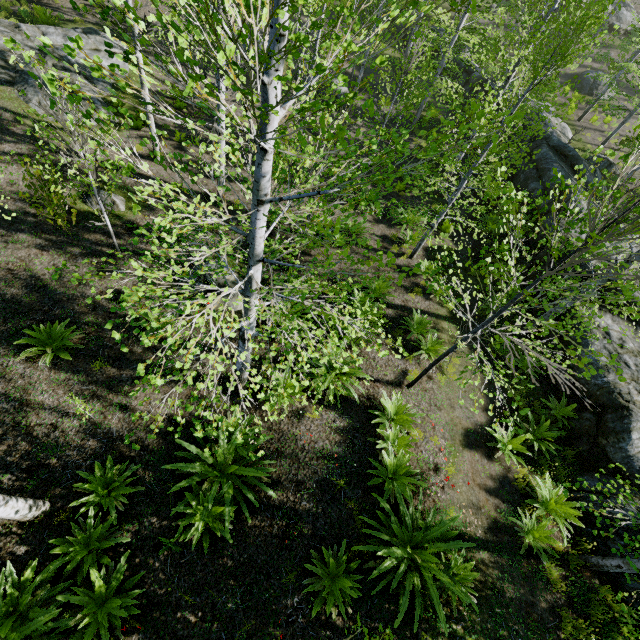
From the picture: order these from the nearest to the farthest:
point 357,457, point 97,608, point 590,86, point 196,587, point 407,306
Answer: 1. point 97,608
2. point 196,587
3. point 357,457
4. point 407,306
5. point 590,86

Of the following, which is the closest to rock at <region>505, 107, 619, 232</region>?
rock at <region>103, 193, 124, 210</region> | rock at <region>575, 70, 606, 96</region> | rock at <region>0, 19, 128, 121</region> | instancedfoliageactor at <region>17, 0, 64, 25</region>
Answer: instancedfoliageactor at <region>17, 0, 64, 25</region>

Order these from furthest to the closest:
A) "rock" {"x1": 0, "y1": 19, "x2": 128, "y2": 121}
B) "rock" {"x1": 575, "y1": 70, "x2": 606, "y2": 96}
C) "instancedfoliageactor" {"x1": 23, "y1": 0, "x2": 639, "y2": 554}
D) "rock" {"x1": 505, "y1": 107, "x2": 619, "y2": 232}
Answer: "rock" {"x1": 575, "y1": 70, "x2": 606, "y2": 96} < "rock" {"x1": 505, "y1": 107, "x2": 619, "y2": 232} < "rock" {"x1": 0, "y1": 19, "x2": 128, "y2": 121} < "instancedfoliageactor" {"x1": 23, "y1": 0, "x2": 639, "y2": 554}

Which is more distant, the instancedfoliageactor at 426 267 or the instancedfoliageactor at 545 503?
the instancedfoliageactor at 545 503

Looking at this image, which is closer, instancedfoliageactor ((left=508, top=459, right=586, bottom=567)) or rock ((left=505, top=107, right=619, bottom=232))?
instancedfoliageactor ((left=508, top=459, right=586, bottom=567))

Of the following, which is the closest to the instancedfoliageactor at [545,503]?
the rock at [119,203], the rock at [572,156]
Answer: the rock at [572,156]

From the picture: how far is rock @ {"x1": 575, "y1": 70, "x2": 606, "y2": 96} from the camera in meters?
25.6

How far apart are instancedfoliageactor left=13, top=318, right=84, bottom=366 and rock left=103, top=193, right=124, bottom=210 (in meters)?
4.71
